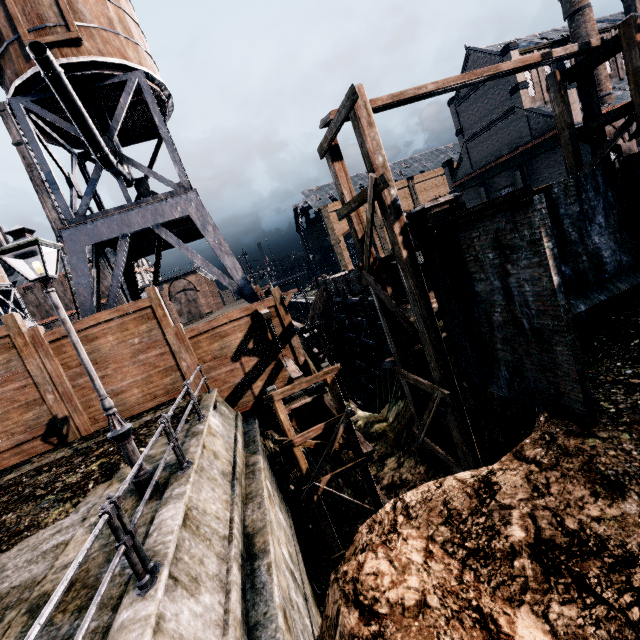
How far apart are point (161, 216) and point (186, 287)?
45.9 meters

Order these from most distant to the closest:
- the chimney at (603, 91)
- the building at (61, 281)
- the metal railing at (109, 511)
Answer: the building at (61, 281), the chimney at (603, 91), the metal railing at (109, 511)

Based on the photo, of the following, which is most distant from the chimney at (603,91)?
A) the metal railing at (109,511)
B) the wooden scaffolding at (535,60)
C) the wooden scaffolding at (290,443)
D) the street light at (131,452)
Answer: the street light at (131,452)

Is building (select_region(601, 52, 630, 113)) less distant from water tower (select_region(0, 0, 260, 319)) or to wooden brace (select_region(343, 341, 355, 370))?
wooden brace (select_region(343, 341, 355, 370))

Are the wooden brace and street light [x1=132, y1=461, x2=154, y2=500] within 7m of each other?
no

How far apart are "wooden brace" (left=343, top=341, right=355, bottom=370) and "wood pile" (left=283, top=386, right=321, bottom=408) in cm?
2458

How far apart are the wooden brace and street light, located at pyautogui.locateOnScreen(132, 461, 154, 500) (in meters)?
31.84

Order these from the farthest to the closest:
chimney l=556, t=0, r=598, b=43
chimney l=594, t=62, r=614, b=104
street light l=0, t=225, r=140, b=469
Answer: chimney l=594, t=62, r=614, b=104 < chimney l=556, t=0, r=598, b=43 < street light l=0, t=225, r=140, b=469
